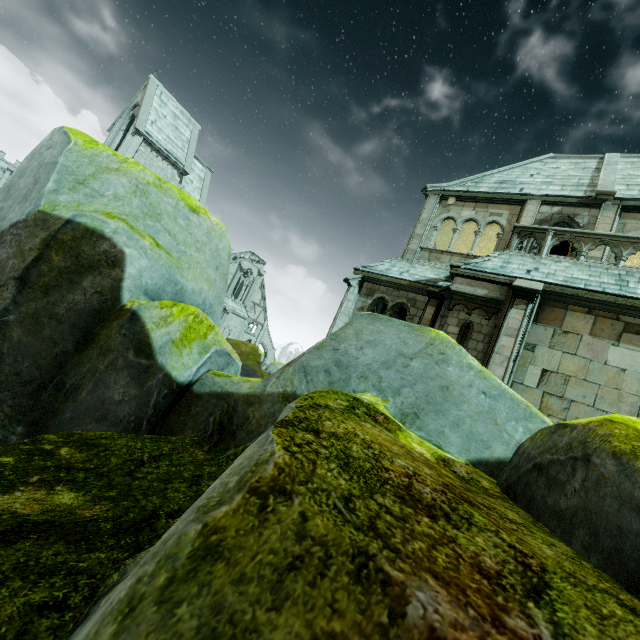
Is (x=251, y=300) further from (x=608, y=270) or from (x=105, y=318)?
(x=105, y=318)

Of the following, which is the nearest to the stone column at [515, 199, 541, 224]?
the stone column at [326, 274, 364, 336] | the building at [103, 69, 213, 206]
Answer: the stone column at [326, 274, 364, 336]

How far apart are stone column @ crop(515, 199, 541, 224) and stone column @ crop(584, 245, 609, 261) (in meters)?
1.87

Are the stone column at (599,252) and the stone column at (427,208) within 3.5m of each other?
no

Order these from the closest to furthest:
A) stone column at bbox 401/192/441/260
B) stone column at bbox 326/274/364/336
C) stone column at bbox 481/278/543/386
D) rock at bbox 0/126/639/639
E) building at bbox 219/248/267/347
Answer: rock at bbox 0/126/639/639
stone column at bbox 481/278/543/386
stone column at bbox 326/274/364/336
stone column at bbox 401/192/441/260
building at bbox 219/248/267/347

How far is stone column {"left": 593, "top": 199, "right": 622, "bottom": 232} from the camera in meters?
12.2 m

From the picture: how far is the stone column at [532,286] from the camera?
9.0 meters

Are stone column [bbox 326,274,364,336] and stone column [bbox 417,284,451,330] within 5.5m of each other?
yes
